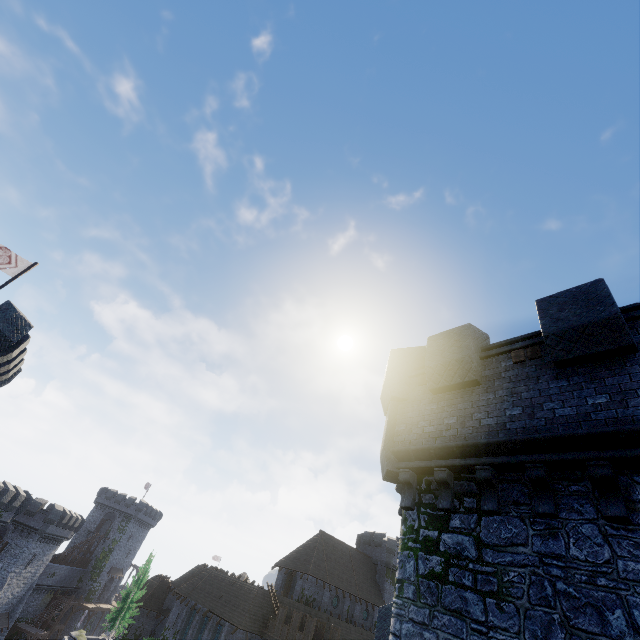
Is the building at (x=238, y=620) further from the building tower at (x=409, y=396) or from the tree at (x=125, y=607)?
the building tower at (x=409, y=396)

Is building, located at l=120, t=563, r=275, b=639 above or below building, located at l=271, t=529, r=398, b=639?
below

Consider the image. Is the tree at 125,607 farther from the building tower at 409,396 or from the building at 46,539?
the building tower at 409,396

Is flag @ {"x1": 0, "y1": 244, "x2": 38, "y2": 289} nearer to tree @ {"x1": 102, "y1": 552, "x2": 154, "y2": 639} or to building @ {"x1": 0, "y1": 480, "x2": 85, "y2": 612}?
building @ {"x1": 0, "y1": 480, "x2": 85, "y2": 612}

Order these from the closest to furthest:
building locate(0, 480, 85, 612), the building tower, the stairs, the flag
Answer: the building tower, the flag, building locate(0, 480, 85, 612), the stairs

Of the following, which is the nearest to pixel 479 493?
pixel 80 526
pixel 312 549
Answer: pixel 312 549

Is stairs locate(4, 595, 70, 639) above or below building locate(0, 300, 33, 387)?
below

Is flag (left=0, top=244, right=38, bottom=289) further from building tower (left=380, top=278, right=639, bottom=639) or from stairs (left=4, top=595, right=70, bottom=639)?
stairs (left=4, top=595, right=70, bottom=639)
